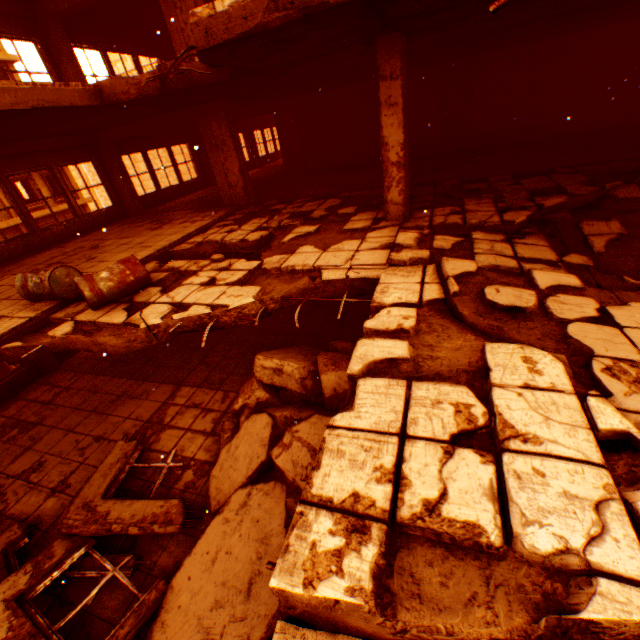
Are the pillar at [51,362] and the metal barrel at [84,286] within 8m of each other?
yes

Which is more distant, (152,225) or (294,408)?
(152,225)

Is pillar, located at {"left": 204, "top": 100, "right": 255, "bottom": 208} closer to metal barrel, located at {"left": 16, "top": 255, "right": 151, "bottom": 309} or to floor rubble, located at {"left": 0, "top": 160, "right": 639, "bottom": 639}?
floor rubble, located at {"left": 0, "top": 160, "right": 639, "bottom": 639}

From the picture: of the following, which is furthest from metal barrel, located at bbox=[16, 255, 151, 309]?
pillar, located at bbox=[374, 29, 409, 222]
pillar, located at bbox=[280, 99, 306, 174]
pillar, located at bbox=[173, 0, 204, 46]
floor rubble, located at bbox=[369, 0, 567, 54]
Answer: pillar, located at bbox=[280, 99, 306, 174]

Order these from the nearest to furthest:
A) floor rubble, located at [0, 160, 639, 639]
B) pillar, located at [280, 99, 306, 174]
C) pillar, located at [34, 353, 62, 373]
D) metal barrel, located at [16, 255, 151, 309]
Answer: floor rubble, located at [0, 160, 639, 639], metal barrel, located at [16, 255, 151, 309], pillar, located at [34, 353, 62, 373], pillar, located at [280, 99, 306, 174]

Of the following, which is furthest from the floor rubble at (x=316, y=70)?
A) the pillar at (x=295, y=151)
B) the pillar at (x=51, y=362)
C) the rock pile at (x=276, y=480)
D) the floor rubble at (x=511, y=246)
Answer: the pillar at (x=51, y=362)

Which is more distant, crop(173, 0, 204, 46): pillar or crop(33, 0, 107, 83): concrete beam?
crop(33, 0, 107, 83): concrete beam

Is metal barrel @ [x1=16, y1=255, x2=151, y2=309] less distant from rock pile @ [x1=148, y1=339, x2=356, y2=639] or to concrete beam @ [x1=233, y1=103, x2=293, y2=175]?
rock pile @ [x1=148, y1=339, x2=356, y2=639]
